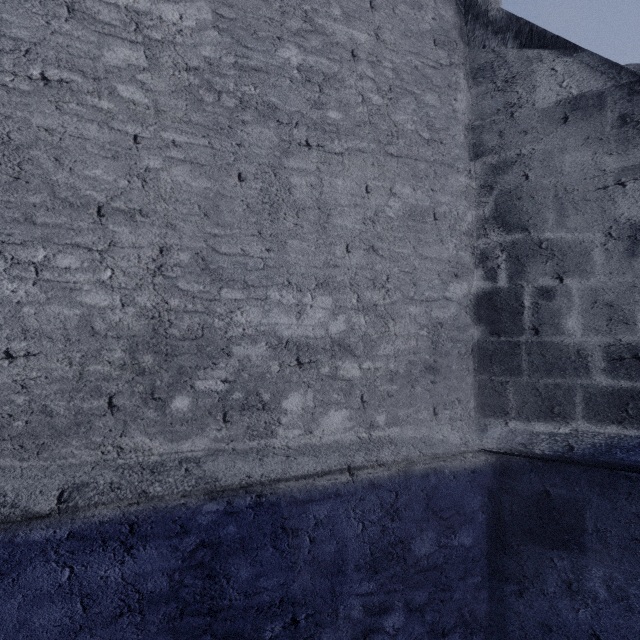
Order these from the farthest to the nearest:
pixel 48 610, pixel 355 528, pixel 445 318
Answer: pixel 445 318 → pixel 355 528 → pixel 48 610
